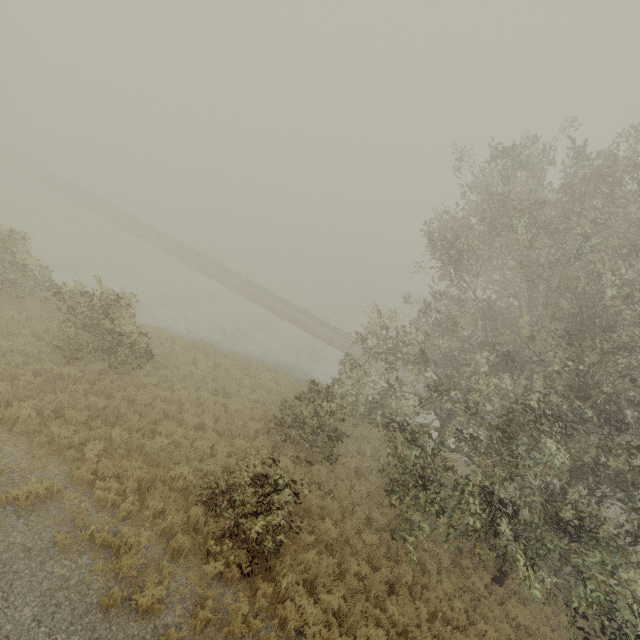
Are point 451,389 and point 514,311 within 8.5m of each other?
yes
